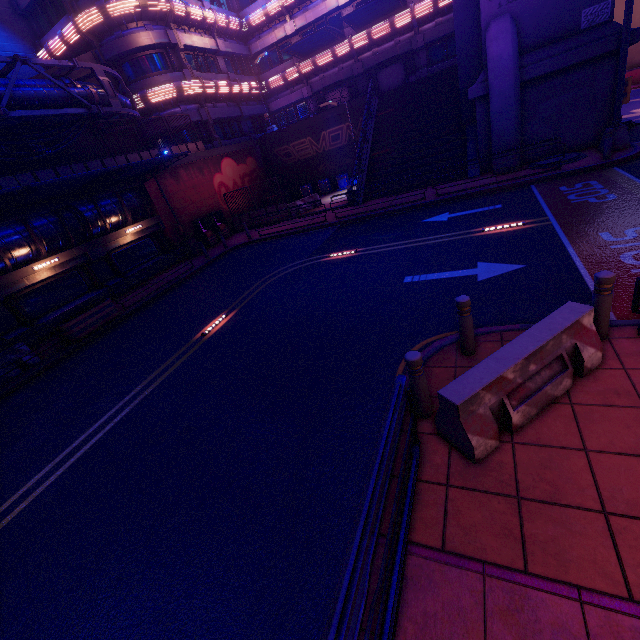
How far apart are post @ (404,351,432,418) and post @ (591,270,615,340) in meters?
2.7

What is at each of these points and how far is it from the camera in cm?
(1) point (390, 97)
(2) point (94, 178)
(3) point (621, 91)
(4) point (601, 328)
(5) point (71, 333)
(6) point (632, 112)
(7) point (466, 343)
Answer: (1) stair, 2350
(2) awning, 1491
(3) sign, 1245
(4) post, 475
(5) plant holder, 1270
(6) tunnel, 1961
(7) post, 531

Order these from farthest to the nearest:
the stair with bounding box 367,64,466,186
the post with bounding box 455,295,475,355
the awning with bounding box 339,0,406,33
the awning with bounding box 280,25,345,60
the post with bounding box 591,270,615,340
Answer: the awning with bounding box 280,25,345,60 < the awning with bounding box 339,0,406,33 < the stair with bounding box 367,64,466,186 < the post with bounding box 455,295,475,355 < the post with bounding box 591,270,615,340

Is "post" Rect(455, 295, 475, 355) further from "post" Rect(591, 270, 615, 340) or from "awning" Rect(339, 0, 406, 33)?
"awning" Rect(339, 0, 406, 33)

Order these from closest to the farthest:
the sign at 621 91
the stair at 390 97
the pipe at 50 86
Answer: the sign at 621 91
the pipe at 50 86
the stair at 390 97

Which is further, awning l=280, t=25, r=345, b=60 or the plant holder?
awning l=280, t=25, r=345, b=60

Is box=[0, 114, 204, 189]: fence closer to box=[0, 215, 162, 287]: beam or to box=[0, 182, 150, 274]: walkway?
box=[0, 182, 150, 274]: walkway

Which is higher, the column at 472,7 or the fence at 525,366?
the column at 472,7
